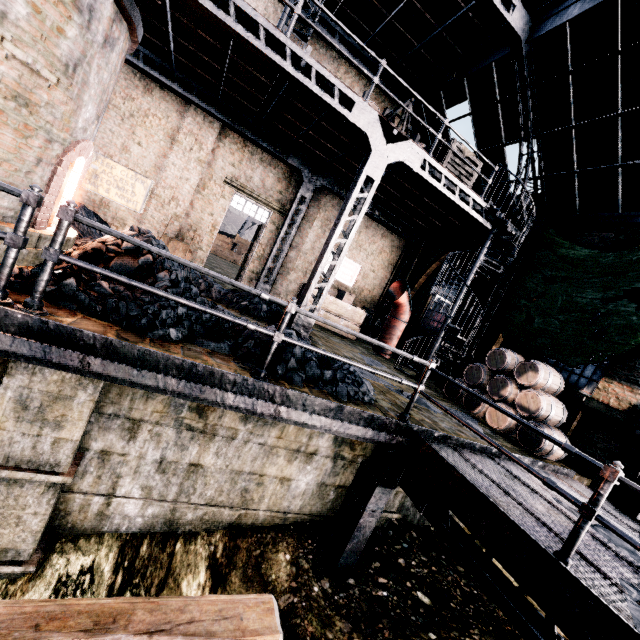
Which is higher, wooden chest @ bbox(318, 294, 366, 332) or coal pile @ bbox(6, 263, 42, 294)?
wooden chest @ bbox(318, 294, 366, 332)

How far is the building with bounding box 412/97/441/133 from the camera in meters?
14.3

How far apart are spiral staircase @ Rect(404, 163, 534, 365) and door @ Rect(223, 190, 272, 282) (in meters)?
7.97

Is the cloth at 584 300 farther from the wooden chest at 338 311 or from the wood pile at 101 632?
the wood pile at 101 632

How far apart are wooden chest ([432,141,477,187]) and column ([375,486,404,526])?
9.2m

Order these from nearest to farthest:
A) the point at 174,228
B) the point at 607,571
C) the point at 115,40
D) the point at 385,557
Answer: the point at 607,571
the point at 115,40
the point at 385,557
the point at 174,228

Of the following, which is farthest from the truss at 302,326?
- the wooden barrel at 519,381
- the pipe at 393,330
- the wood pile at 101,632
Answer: the wood pile at 101,632
